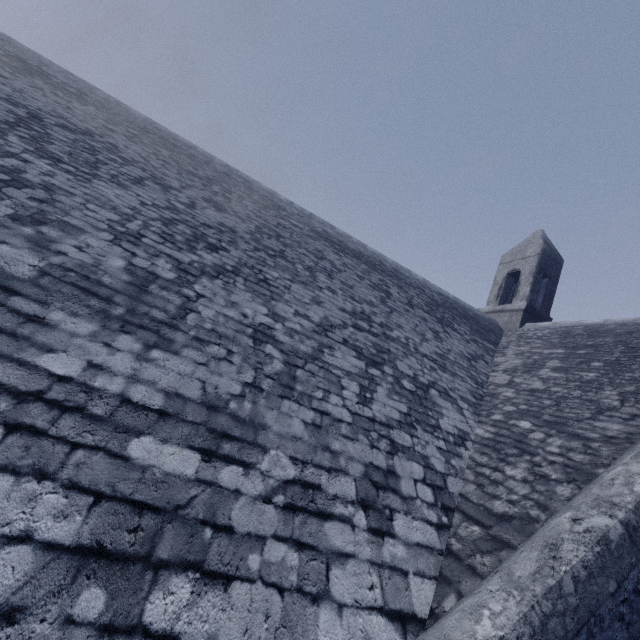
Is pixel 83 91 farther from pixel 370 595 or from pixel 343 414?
pixel 370 595
